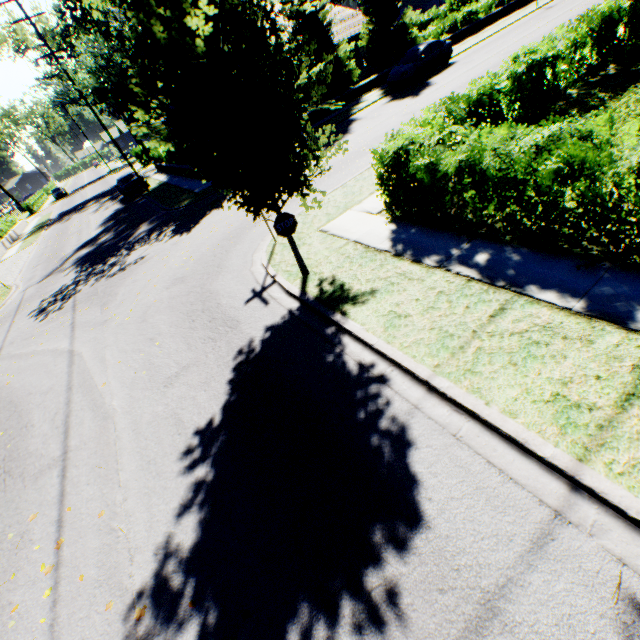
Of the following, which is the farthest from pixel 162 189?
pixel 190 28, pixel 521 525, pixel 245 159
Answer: pixel 521 525

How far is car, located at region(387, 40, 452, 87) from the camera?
20.1m

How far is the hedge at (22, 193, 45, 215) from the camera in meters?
48.8

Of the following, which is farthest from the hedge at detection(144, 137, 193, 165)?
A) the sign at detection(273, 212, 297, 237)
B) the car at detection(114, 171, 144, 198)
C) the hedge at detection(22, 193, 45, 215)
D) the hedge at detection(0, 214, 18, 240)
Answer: the sign at detection(273, 212, 297, 237)

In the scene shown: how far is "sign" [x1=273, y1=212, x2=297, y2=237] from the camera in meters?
6.7 m

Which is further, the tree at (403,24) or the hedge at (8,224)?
the hedge at (8,224)

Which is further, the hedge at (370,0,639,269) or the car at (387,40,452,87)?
the car at (387,40,452,87)

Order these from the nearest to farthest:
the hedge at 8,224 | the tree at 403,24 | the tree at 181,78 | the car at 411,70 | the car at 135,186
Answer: the tree at 181,78 < the car at 411,70 < the tree at 403,24 < the car at 135,186 < the hedge at 8,224
